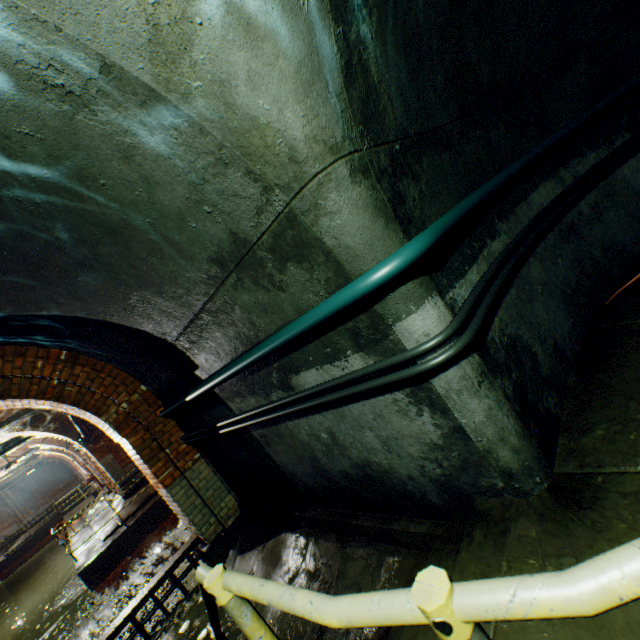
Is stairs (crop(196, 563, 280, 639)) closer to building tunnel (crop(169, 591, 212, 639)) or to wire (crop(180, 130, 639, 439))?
building tunnel (crop(169, 591, 212, 639))

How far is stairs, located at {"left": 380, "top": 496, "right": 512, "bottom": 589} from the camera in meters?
1.8 m

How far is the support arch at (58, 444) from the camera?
12.2 meters

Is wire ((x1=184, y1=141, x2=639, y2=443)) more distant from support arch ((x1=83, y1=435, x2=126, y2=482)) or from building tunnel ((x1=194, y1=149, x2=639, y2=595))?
support arch ((x1=83, y1=435, x2=126, y2=482))

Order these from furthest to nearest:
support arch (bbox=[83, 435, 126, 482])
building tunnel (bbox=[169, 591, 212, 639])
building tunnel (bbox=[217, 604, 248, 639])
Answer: support arch (bbox=[83, 435, 126, 482]), building tunnel (bbox=[169, 591, 212, 639]), building tunnel (bbox=[217, 604, 248, 639])

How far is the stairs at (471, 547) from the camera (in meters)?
1.78

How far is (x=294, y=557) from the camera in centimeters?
379cm

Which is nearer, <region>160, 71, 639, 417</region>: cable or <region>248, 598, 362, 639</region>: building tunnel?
<region>160, 71, 639, 417</region>: cable
